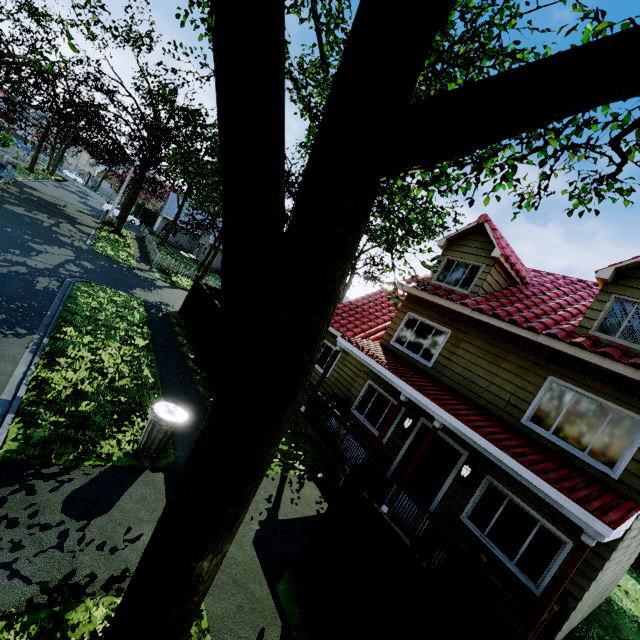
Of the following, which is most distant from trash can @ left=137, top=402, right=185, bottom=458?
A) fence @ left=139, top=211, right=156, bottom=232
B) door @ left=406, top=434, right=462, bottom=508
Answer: fence @ left=139, top=211, right=156, bottom=232

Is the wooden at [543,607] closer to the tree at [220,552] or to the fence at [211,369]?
the tree at [220,552]

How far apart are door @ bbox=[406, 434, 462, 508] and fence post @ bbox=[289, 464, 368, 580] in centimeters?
475cm

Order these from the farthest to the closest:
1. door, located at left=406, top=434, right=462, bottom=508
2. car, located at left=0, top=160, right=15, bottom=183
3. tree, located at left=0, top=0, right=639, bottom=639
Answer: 1. car, located at left=0, top=160, right=15, bottom=183
2. door, located at left=406, top=434, right=462, bottom=508
3. tree, located at left=0, top=0, right=639, bottom=639

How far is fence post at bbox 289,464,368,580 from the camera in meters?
5.4 m

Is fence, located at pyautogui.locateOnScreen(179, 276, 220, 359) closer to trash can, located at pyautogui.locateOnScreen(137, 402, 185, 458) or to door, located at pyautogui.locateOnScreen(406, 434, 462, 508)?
trash can, located at pyautogui.locateOnScreen(137, 402, 185, 458)

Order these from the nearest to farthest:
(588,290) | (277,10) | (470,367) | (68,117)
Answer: (277,10) < (470,367) < (588,290) < (68,117)

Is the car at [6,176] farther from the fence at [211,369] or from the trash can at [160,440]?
the trash can at [160,440]
